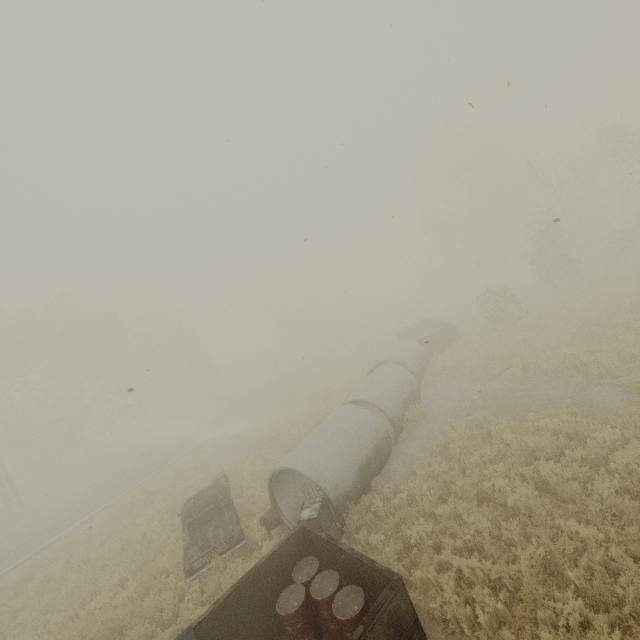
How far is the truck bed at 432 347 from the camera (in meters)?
19.00

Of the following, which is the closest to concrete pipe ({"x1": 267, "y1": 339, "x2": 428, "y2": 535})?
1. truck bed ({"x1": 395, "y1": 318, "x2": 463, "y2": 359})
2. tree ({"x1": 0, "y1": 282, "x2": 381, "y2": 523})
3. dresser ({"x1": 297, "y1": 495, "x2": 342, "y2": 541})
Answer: dresser ({"x1": 297, "y1": 495, "x2": 342, "y2": 541})

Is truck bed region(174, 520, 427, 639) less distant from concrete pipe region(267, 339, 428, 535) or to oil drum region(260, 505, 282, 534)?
concrete pipe region(267, 339, 428, 535)

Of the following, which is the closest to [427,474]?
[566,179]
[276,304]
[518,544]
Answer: [518,544]

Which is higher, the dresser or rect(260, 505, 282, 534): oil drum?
the dresser

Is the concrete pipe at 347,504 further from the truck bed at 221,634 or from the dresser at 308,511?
the truck bed at 221,634

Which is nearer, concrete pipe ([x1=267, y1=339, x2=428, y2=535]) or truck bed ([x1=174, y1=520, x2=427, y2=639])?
truck bed ([x1=174, y1=520, x2=427, y2=639])

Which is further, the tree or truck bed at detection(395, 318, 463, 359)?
the tree
